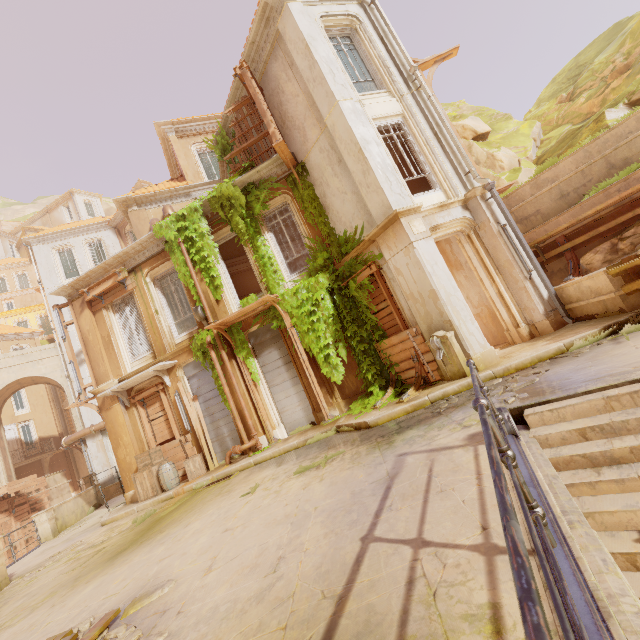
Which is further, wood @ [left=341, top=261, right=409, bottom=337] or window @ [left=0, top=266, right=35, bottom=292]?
window @ [left=0, top=266, right=35, bottom=292]

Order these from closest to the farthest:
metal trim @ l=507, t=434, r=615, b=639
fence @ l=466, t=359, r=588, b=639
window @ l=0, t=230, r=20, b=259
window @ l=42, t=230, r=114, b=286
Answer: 1. fence @ l=466, t=359, r=588, b=639
2. metal trim @ l=507, t=434, r=615, b=639
3. window @ l=42, t=230, r=114, b=286
4. window @ l=0, t=230, r=20, b=259

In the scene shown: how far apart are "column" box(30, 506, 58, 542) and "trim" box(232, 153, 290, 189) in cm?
1493

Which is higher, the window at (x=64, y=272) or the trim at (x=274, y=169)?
the window at (x=64, y=272)

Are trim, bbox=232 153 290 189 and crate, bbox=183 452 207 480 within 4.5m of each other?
no

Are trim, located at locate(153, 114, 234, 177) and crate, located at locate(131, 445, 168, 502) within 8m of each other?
no

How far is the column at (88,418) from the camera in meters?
23.2 m

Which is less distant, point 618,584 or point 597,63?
point 618,584
